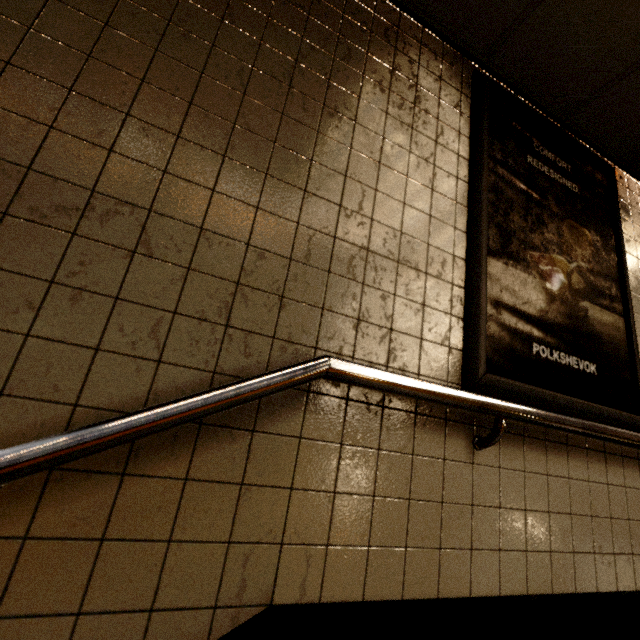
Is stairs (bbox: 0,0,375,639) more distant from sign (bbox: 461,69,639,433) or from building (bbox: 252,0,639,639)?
sign (bbox: 461,69,639,433)

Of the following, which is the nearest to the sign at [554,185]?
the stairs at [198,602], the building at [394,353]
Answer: the building at [394,353]

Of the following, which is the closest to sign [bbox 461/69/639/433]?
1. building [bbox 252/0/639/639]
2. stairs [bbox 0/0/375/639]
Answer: building [bbox 252/0/639/639]

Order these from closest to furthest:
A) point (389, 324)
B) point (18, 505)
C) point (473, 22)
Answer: point (18, 505), point (389, 324), point (473, 22)

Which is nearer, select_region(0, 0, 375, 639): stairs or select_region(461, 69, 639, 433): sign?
select_region(0, 0, 375, 639): stairs

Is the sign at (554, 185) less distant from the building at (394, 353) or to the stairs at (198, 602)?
the building at (394, 353)
